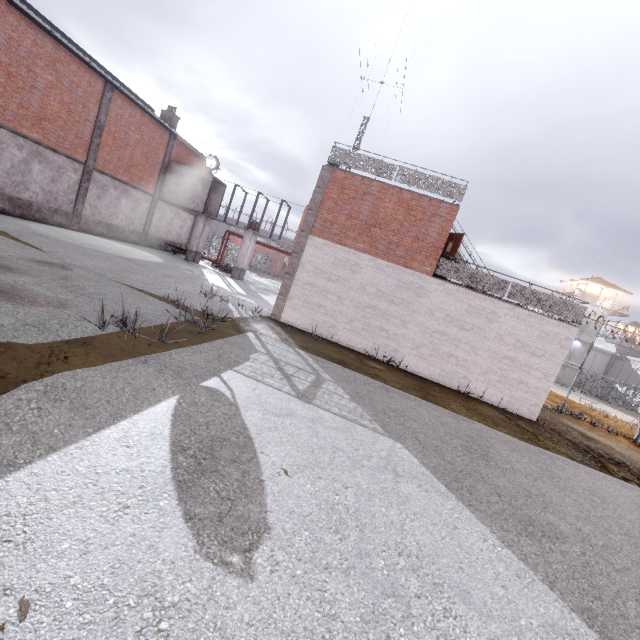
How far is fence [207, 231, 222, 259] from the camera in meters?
35.3 m

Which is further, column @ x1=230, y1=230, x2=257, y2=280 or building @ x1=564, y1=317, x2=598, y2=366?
building @ x1=564, y1=317, x2=598, y2=366

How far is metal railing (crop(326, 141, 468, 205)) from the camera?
13.25m

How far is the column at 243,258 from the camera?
25.3 meters

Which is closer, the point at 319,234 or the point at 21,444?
the point at 21,444

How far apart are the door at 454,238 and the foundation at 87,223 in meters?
21.5

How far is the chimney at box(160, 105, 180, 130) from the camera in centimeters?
2678cm

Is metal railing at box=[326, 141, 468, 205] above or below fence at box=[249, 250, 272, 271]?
above
